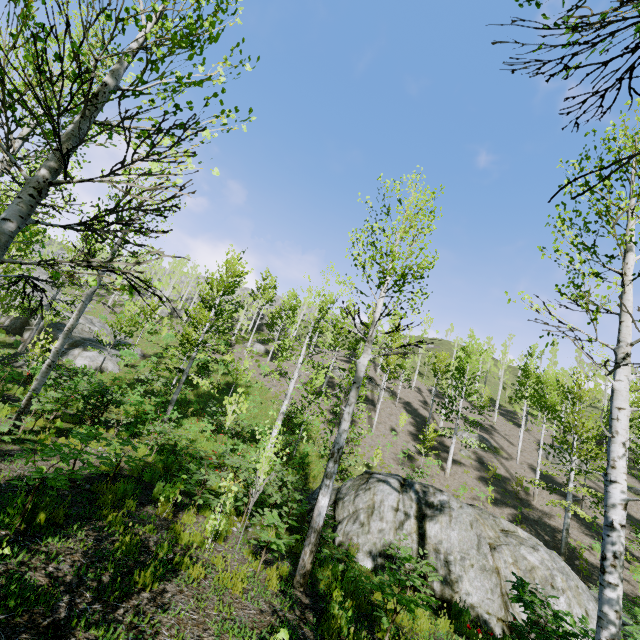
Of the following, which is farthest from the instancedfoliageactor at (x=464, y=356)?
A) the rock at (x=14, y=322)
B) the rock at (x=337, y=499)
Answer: the rock at (x=14, y=322)

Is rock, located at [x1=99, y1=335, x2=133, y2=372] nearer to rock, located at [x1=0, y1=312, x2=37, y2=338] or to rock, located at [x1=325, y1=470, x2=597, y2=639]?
rock, located at [x1=0, y1=312, x2=37, y2=338]

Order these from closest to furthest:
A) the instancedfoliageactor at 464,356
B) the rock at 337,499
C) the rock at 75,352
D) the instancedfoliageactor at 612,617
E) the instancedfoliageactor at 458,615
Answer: the instancedfoliageactor at 612,617, the instancedfoliageactor at 458,615, the rock at 337,499, the rock at 75,352, the instancedfoliageactor at 464,356

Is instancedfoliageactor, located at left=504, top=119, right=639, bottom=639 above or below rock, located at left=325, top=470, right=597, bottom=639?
above

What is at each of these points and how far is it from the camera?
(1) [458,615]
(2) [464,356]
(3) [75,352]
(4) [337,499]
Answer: (1) instancedfoliageactor, 8.13m
(2) instancedfoliageactor, 28.77m
(3) rock, 23.48m
(4) rock, 12.23m

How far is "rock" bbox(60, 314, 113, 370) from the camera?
22.95m

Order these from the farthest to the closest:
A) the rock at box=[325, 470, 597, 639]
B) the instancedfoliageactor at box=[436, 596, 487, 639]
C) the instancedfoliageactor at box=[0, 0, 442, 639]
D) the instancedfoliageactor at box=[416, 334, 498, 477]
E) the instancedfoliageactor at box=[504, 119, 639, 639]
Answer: the instancedfoliageactor at box=[416, 334, 498, 477] → the rock at box=[325, 470, 597, 639] → the instancedfoliageactor at box=[436, 596, 487, 639] → the instancedfoliageactor at box=[504, 119, 639, 639] → the instancedfoliageactor at box=[0, 0, 442, 639]
